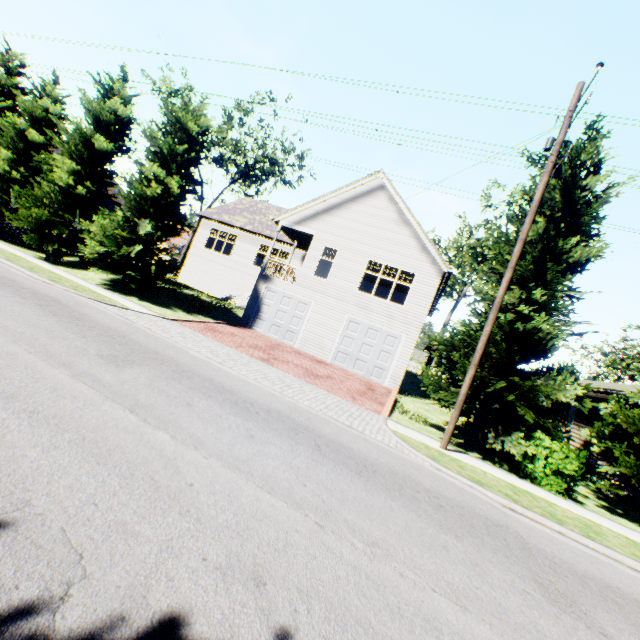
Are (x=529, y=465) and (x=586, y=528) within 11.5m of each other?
yes

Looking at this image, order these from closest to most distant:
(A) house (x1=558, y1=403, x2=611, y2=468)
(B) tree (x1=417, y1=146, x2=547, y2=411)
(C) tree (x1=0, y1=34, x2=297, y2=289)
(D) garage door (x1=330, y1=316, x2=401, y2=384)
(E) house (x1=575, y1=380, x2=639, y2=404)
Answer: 1. (B) tree (x1=417, y1=146, x2=547, y2=411)
2. (E) house (x1=575, y1=380, x2=639, y2=404)
3. (C) tree (x1=0, y1=34, x2=297, y2=289)
4. (A) house (x1=558, y1=403, x2=611, y2=468)
5. (D) garage door (x1=330, y1=316, x2=401, y2=384)

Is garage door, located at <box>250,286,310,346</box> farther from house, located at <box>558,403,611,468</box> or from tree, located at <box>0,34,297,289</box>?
house, located at <box>558,403,611,468</box>

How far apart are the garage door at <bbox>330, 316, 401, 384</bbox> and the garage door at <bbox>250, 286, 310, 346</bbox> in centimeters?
216cm

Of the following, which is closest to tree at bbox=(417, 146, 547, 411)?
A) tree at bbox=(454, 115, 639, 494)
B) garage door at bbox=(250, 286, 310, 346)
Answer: tree at bbox=(454, 115, 639, 494)

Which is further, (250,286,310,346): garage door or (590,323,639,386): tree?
(250,286,310,346): garage door

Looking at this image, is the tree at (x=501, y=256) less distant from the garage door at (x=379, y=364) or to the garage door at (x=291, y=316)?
the garage door at (x=379, y=364)

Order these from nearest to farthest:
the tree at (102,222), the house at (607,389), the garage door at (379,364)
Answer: the house at (607,389) → the tree at (102,222) → the garage door at (379,364)
